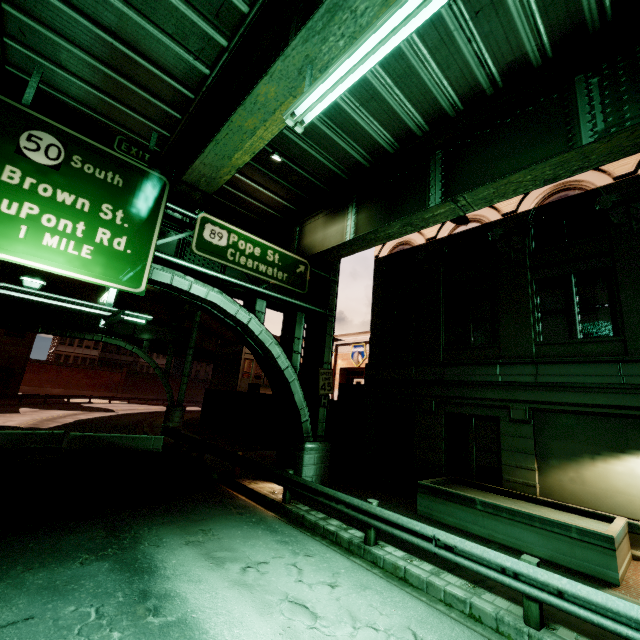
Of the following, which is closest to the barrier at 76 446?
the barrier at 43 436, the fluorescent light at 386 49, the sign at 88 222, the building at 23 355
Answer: the barrier at 43 436

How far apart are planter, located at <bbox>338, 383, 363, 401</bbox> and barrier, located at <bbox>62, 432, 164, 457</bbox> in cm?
962

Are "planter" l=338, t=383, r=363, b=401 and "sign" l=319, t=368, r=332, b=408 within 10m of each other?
yes

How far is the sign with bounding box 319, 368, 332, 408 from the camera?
13.52m

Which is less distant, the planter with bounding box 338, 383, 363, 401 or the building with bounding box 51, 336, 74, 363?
the planter with bounding box 338, 383, 363, 401

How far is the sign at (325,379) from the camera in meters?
13.5

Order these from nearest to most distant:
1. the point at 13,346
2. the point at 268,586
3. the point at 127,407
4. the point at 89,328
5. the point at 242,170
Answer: the point at 268,586 < the point at 242,170 < the point at 89,328 < the point at 13,346 < the point at 127,407

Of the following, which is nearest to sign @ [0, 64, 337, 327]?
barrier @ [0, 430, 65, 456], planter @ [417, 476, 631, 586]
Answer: planter @ [417, 476, 631, 586]
